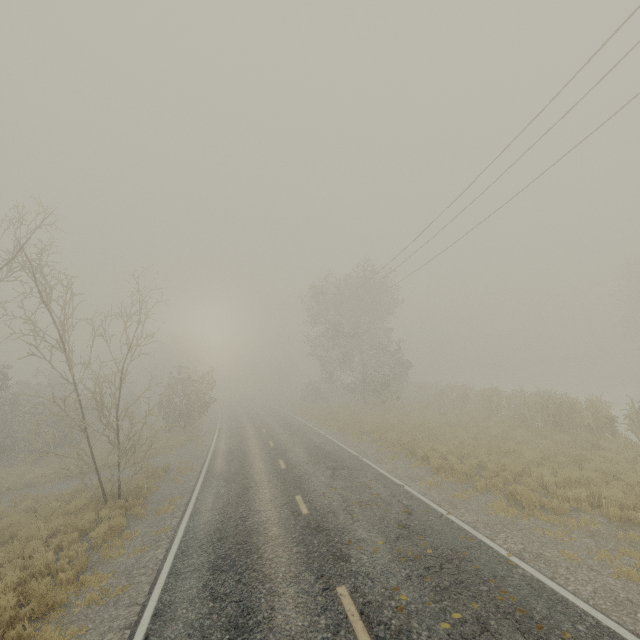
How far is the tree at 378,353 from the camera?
16.0 meters

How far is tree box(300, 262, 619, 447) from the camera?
15.95m

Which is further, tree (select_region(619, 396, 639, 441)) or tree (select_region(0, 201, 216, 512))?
tree (select_region(619, 396, 639, 441))

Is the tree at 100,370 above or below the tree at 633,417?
above

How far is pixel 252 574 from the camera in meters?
6.9 m

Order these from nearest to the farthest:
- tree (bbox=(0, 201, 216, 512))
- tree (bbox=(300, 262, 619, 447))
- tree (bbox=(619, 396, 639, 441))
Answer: tree (bbox=(0, 201, 216, 512)), tree (bbox=(619, 396, 639, 441)), tree (bbox=(300, 262, 619, 447))

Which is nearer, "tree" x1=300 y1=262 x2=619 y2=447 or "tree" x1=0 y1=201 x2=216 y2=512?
"tree" x1=0 y1=201 x2=216 y2=512
